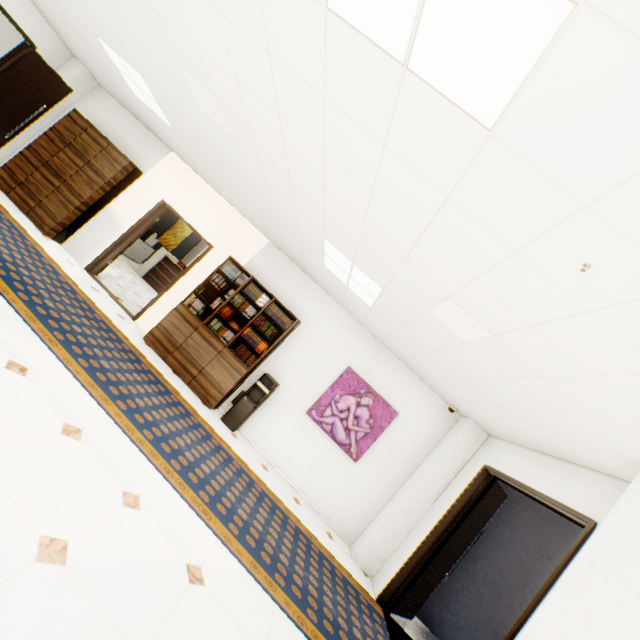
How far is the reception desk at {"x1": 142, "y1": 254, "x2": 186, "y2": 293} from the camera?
10.59m

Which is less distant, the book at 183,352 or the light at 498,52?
the light at 498,52

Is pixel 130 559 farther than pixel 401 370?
No

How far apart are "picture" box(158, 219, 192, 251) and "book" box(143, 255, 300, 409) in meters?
8.1

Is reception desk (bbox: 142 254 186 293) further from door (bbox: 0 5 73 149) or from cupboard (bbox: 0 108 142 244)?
door (bbox: 0 5 73 149)

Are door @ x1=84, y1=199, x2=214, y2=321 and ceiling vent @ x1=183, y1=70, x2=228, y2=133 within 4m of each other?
yes

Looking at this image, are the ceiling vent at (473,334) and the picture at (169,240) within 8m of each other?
no

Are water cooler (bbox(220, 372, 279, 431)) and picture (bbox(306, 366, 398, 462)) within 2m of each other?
yes
